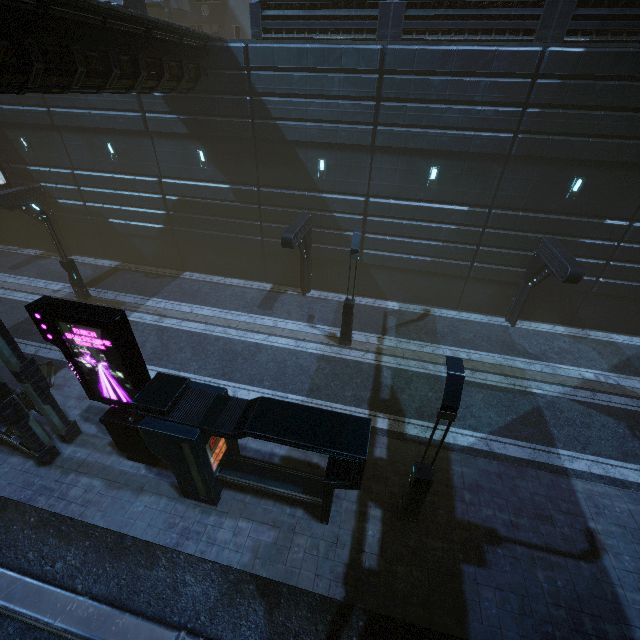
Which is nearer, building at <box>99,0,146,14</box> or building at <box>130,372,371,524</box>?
building at <box>130,372,371,524</box>

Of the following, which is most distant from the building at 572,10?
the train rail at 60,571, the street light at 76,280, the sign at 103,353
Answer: the street light at 76,280

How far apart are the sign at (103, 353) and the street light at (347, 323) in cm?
839

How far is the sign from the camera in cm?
743

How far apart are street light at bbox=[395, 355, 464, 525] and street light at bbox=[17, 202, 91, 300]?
19.2 meters

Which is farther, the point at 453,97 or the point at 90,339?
the point at 453,97

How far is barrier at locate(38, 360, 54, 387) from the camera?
13.48m

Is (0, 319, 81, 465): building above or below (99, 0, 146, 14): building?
below
